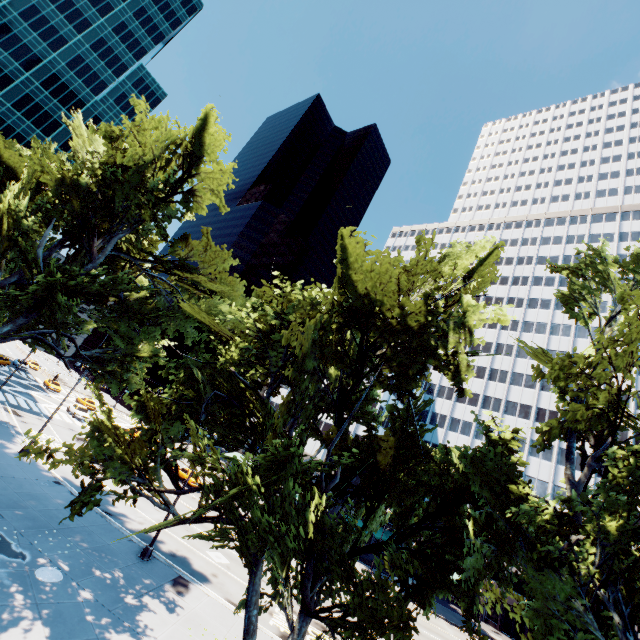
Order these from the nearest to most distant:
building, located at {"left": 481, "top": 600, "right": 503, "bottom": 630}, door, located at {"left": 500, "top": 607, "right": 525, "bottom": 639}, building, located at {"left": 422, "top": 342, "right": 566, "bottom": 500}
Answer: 1. door, located at {"left": 500, "top": 607, "right": 525, "bottom": 639}
2. building, located at {"left": 481, "top": 600, "right": 503, "bottom": 630}
3. building, located at {"left": 422, "top": 342, "right": 566, "bottom": 500}

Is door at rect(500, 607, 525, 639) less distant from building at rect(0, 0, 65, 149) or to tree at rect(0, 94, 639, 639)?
tree at rect(0, 94, 639, 639)

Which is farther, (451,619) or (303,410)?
(451,619)

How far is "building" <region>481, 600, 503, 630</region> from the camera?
41.9 meters

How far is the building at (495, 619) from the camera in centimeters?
4191cm

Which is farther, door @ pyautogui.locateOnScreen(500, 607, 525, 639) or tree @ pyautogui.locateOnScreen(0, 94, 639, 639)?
door @ pyautogui.locateOnScreen(500, 607, 525, 639)
